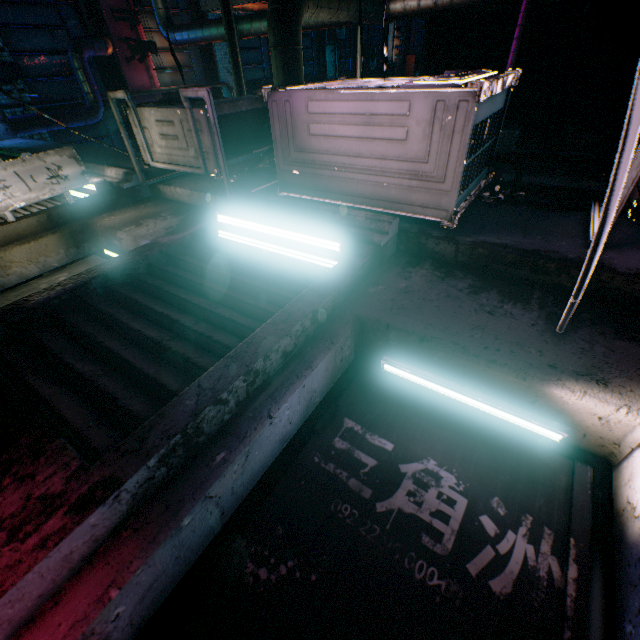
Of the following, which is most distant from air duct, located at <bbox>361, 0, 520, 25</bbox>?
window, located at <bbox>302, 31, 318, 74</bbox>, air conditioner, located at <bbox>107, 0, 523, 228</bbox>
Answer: window, located at <bbox>302, 31, 318, 74</bbox>

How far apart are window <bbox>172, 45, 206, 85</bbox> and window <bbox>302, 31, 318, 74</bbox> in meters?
4.3

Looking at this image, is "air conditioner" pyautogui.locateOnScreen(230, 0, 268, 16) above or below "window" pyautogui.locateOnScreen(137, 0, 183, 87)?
below

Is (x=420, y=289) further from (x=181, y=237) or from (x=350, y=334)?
(x=181, y=237)

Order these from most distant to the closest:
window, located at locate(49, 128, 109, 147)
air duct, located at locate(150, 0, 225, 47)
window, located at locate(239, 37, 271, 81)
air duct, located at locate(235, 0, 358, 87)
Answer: window, located at locate(239, 37, 271, 81)
window, located at locate(49, 128, 109, 147)
air duct, located at locate(150, 0, 225, 47)
air duct, located at locate(235, 0, 358, 87)

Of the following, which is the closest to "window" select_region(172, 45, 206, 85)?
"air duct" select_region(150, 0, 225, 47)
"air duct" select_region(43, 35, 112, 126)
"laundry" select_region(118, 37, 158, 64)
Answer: "laundry" select_region(118, 37, 158, 64)

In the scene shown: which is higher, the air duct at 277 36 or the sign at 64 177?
the air duct at 277 36

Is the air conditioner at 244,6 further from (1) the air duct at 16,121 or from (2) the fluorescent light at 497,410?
(2) the fluorescent light at 497,410
